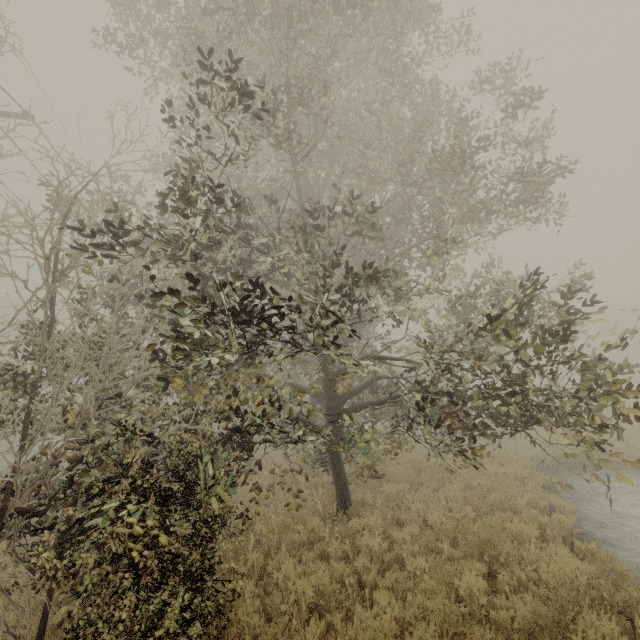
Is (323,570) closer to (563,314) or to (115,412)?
(115,412)
